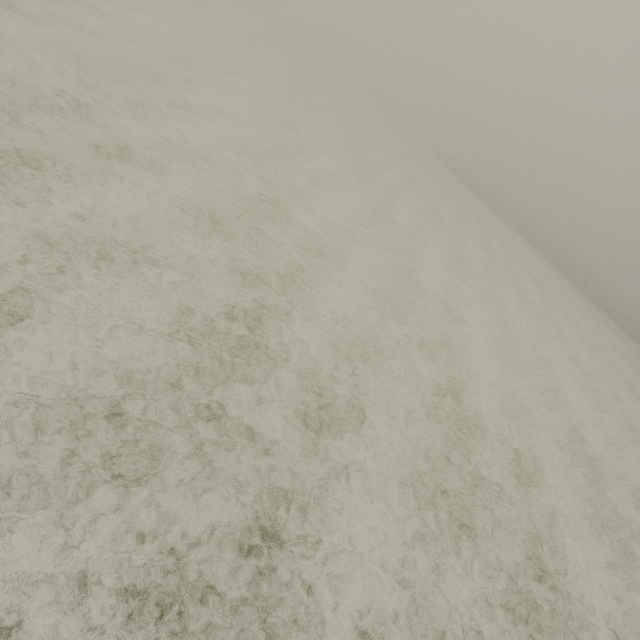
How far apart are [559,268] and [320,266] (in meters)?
36.64
